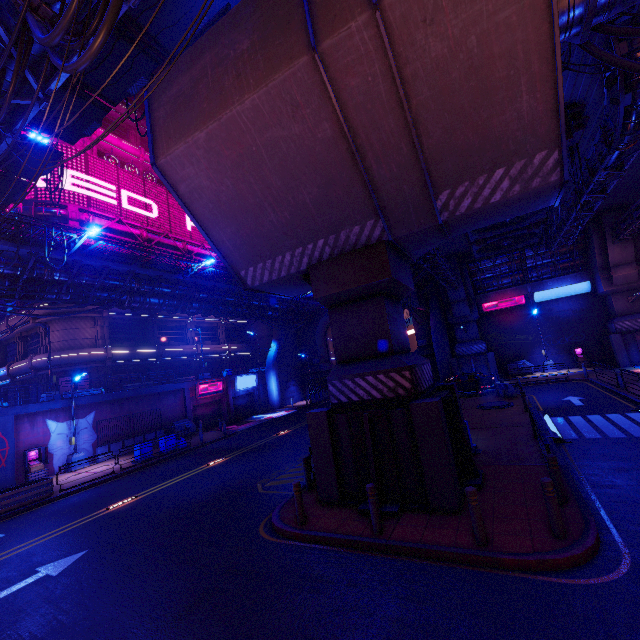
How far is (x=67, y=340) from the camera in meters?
28.7

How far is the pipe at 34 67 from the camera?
9.1m

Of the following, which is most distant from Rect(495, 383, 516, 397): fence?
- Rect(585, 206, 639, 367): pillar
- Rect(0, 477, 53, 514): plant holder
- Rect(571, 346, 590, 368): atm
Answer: Rect(0, 477, 53, 514): plant holder

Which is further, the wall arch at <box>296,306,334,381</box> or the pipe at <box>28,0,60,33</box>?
the wall arch at <box>296,306,334,381</box>

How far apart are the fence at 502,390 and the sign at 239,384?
24.9m

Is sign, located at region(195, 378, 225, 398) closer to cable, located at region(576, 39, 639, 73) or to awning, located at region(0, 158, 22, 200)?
awning, located at region(0, 158, 22, 200)

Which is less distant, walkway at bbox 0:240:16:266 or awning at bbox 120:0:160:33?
awning at bbox 120:0:160:33

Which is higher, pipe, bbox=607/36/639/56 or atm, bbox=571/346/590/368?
pipe, bbox=607/36/639/56
